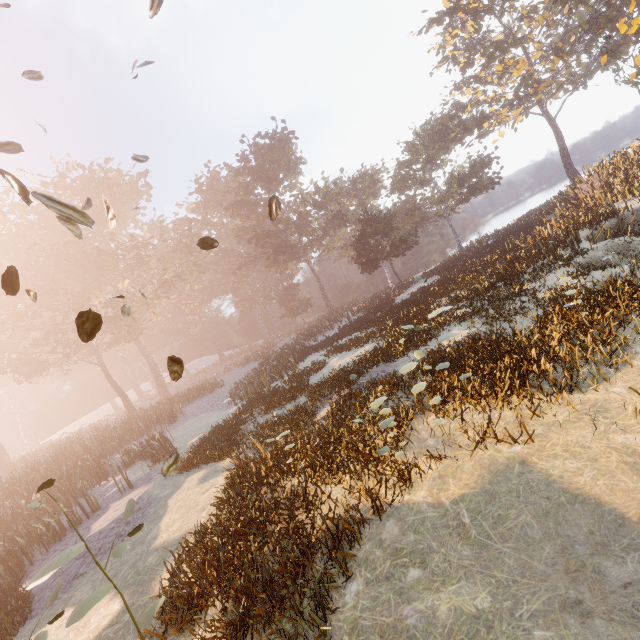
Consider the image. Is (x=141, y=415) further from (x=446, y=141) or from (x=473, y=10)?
(x=473, y=10)

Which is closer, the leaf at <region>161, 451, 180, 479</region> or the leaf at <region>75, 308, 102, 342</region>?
the leaf at <region>75, 308, 102, 342</region>

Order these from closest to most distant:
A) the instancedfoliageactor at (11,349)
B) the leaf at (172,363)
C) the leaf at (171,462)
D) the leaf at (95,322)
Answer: the leaf at (95,322) < the leaf at (172,363) < the leaf at (171,462) < the instancedfoliageactor at (11,349)

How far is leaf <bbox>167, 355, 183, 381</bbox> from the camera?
3.3 meters

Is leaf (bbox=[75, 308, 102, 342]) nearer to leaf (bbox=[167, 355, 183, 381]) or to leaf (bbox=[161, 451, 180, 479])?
leaf (bbox=[167, 355, 183, 381])

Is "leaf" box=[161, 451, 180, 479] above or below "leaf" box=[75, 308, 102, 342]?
below

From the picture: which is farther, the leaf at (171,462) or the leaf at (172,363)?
the leaf at (171,462)

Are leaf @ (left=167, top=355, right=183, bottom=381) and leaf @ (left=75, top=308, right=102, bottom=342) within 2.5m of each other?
yes
